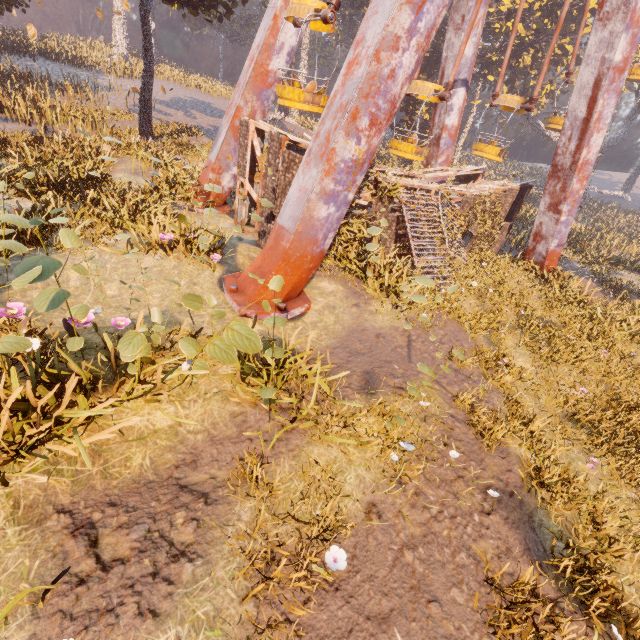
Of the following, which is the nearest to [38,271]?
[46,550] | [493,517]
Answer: [46,550]

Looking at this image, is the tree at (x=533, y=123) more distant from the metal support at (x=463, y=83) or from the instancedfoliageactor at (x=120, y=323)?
the metal support at (x=463, y=83)

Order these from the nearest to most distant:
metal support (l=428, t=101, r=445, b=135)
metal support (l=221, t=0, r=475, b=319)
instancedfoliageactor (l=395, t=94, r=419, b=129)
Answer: metal support (l=221, t=0, r=475, b=319), metal support (l=428, t=101, r=445, b=135), instancedfoliageactor (l=395, t=94, r=419, b=129)

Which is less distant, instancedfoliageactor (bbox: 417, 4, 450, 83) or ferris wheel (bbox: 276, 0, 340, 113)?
ferris wheel (bbox: 276, 0, 340, 113)

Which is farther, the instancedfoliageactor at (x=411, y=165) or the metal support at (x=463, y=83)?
the instancedfoliageactor at (x=411, y=165)

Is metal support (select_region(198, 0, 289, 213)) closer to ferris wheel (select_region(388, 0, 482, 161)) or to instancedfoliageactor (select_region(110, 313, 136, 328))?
ferris wheel (select_region(388, 0, 482, 161))

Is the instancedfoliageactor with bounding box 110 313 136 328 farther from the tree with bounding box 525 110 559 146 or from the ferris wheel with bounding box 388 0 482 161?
the tree with bounding box 525 110 559 146

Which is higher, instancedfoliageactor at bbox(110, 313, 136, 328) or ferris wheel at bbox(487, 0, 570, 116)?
ferris wheel at bbox(487, 0, 570, 116)
